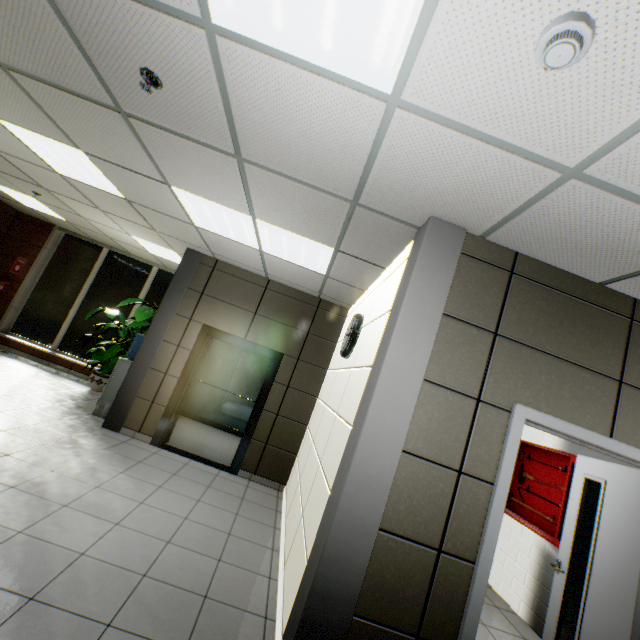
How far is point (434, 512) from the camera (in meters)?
2.09

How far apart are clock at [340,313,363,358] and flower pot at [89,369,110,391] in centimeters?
578cm

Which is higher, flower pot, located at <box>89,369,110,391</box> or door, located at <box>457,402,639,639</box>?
door, located at <box>457,402,639,639</box>

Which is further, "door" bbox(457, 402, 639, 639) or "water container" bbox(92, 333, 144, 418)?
"water container" bbox(92, 333, 144, 418)

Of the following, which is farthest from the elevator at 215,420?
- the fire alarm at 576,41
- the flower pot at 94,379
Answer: the fire alarm at 576,41

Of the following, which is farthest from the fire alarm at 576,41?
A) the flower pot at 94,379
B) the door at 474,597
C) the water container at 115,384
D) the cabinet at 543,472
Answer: the flower pot at 94,379

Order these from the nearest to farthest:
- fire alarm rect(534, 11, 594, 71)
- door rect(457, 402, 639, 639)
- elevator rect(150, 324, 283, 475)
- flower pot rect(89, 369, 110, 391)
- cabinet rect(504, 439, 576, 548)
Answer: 1. fire alarm rect(534, 11, 594, 71)
2. door rect(457, 402, 639, 639)
3. cabinet rect(504, 439, 576, 548)
4. elevator rect(150, 324, 283, 475)
5. flower pot rect(89, 369, 110, 391)

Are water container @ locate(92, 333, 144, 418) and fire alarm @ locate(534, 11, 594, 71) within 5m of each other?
no
